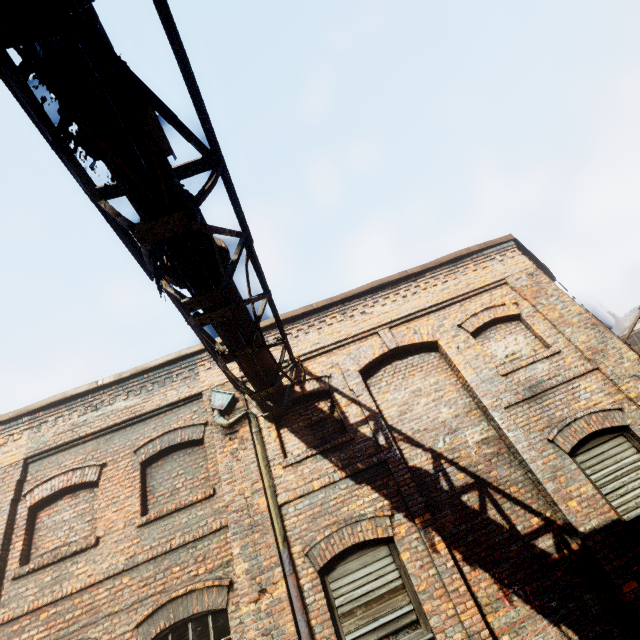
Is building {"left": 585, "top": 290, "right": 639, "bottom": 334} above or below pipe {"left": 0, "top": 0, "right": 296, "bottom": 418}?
above

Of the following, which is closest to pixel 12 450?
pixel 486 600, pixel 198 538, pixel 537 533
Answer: pixel 198 538

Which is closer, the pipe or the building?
the pipe

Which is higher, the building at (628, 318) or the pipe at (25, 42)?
the building at (628, 318)

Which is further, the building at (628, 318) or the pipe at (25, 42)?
the building at (628, 318)
